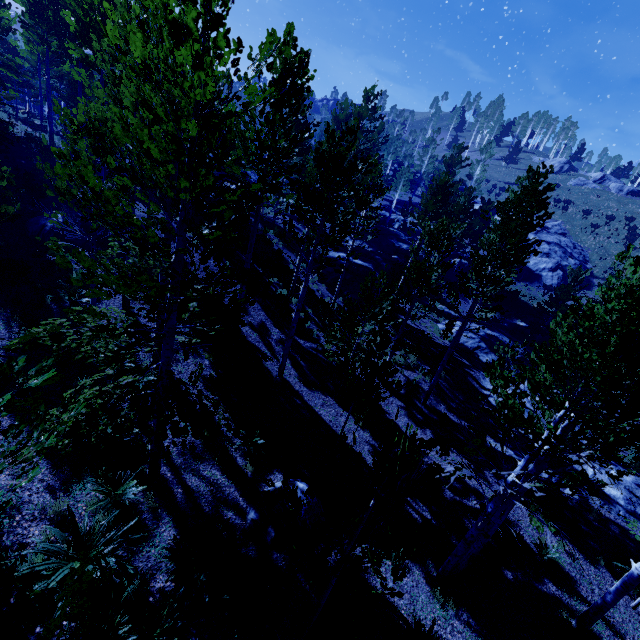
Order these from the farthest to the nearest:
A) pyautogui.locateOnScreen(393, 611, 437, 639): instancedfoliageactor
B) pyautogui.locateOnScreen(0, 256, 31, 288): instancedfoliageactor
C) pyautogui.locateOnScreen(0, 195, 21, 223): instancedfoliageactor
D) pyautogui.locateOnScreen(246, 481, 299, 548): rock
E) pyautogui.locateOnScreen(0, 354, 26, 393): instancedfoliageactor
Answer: pyautogui.locateOnScreen(0, 256, 31, 288): instancedfoliageactor → pyautogui.locateOnScreen(0, 195, 21, 223): instancedfoliageactor → pyautogui.locateOnScreen(246, 481, 299, 548): rock → pyautogui.locateOnScreen(393, 611, 437, 639): instancedfoliageactor → pyautogui.locateOnScreen(0, 354, 26, 393): instancedfoliageactor

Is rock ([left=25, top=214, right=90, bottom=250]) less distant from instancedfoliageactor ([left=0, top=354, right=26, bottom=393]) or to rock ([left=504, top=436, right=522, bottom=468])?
instancedfoliageactor ([left=0, top=354, right=26, bottom=393])

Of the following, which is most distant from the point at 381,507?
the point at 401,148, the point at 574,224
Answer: the point at 401,148

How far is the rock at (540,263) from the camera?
37.8 meters

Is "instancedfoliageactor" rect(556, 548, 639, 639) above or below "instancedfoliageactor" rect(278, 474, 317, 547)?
below

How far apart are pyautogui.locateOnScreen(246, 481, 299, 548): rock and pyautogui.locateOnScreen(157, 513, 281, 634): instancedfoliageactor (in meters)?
0.85

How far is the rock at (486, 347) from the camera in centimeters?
1837cm

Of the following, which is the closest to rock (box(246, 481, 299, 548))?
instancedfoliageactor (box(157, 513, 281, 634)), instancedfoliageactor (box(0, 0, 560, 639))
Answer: instancedfoliageactor (box(157, 513, 281, 634))
